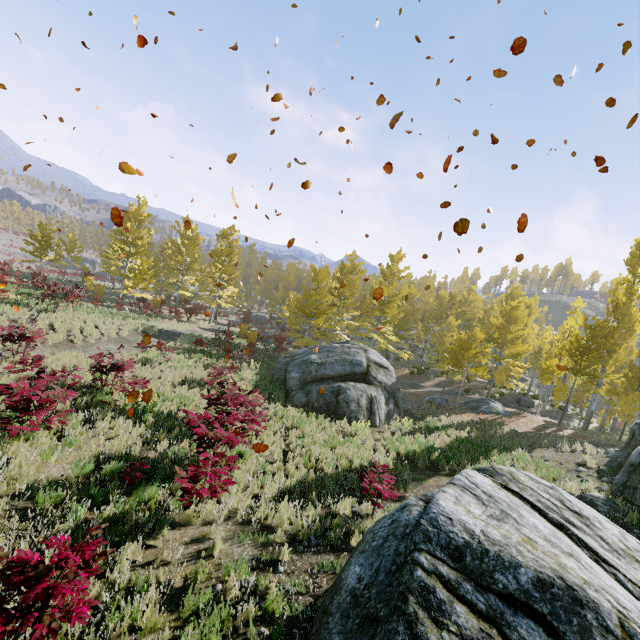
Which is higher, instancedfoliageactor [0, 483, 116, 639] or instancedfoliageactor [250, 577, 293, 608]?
instancedfoliageactor [0, 483, 116, 639]

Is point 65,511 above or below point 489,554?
below

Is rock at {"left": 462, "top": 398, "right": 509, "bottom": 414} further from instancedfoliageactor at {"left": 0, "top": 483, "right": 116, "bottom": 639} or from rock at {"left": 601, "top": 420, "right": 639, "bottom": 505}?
rock at {"left": 601, "top": 420, "right": 639, "bottom": 505}

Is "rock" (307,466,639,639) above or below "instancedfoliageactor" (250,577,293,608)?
above

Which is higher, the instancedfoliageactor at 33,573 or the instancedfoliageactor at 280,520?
the instancedfoliageactor at 33,573

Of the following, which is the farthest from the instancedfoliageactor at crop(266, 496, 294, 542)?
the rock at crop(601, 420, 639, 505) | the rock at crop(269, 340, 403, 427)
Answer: the rock at crop(269, 340, 403, 427)

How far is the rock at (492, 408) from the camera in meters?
21.1 m

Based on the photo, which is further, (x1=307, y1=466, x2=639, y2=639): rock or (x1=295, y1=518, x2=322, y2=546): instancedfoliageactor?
(x1=295, y1=518, x2=322, y2=546): instancedfoliageactor
